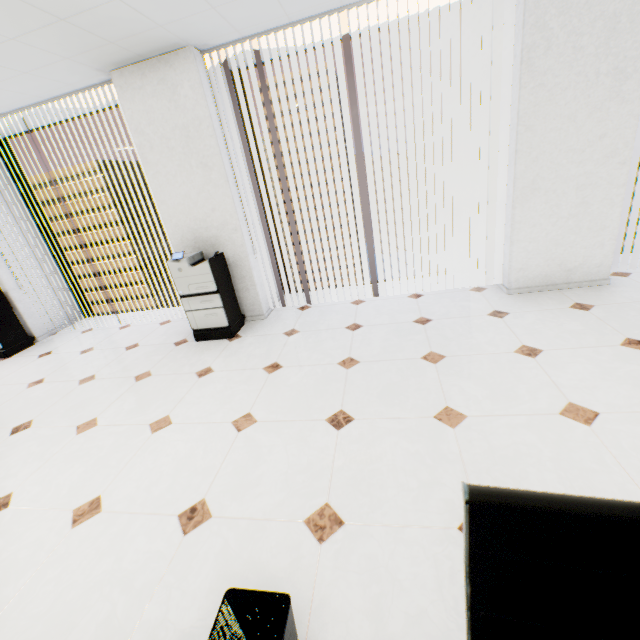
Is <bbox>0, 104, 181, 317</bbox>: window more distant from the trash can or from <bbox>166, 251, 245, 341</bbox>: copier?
the trash can

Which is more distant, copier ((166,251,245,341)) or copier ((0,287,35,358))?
copier ((0,287,35,358))

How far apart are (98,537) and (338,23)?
4.78m

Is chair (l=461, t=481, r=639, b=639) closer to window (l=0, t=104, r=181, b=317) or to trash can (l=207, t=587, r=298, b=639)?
trash can (l=207, t=587, r=298, b=639)

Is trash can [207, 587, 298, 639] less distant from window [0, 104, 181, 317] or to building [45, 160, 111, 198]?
window [0, 104, 181, 317]

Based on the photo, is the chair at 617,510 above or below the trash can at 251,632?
above

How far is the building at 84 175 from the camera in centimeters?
5816cm

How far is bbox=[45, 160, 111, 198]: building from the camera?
58.16m
